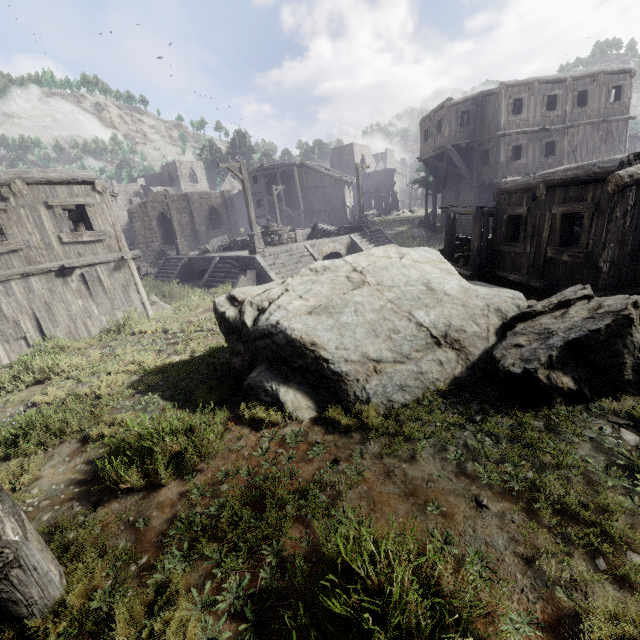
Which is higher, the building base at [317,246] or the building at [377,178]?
the building at [377,178]

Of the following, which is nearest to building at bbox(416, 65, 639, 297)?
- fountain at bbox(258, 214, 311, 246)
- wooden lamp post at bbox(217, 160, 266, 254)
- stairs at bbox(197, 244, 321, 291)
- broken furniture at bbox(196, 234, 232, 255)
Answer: stairs at bbox(197, 244, 321, 291)

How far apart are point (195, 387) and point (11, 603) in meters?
4.0

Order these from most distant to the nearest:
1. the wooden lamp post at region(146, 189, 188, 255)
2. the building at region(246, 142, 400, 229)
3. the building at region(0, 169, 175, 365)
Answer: the building at region(246, 142, 400, 229) < the wooden lamp post at region(146, 189, 188, 255) < the building at region(0, 169, 175, 365)

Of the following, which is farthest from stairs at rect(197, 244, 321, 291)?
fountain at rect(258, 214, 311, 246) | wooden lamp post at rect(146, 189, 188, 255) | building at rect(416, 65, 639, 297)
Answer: fountain at rect(258, 214, 311, 246)

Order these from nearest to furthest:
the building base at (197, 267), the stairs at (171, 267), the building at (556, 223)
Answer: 1. the building at (556, 223)
2. the building base at (197, 267)
3. the stairs at (171, 267)

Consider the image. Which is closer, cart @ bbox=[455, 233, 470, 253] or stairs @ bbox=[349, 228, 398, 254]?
cart @ bbox=[455, 233, 470, 253]

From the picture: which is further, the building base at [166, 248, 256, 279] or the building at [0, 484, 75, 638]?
the building base at [166, 248, 256, 279]
